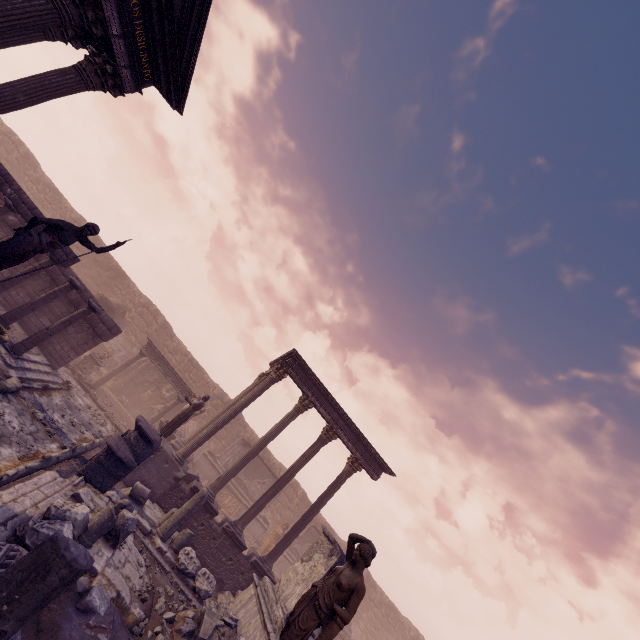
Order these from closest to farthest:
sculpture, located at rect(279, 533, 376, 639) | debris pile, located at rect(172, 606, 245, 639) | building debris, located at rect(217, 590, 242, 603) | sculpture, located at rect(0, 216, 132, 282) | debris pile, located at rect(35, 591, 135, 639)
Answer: sculpture, located at rect(279, 533, 376, 639) < debris pile, located at rect(35, 591, 135, 639) < sculpture, located at rect(0, 216, 132, 282) < debris pile, located at rect(172, 606, 245, 639) < building debris, located at rect(217, 590, 242, 603)

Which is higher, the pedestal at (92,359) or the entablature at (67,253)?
the entablature at (67,253)

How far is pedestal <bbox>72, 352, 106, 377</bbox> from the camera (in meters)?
16.59

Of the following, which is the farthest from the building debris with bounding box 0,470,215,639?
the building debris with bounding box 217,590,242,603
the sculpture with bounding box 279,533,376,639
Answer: the building debris with bounding box 217,590,242,603

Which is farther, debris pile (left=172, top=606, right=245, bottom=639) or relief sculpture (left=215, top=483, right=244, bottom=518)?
relief sculpture (left=215, top=483, right=244, bottom=518)

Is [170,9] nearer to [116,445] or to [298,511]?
[116,445]

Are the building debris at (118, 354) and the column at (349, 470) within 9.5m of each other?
no

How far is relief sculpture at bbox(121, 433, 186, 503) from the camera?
11.6m
